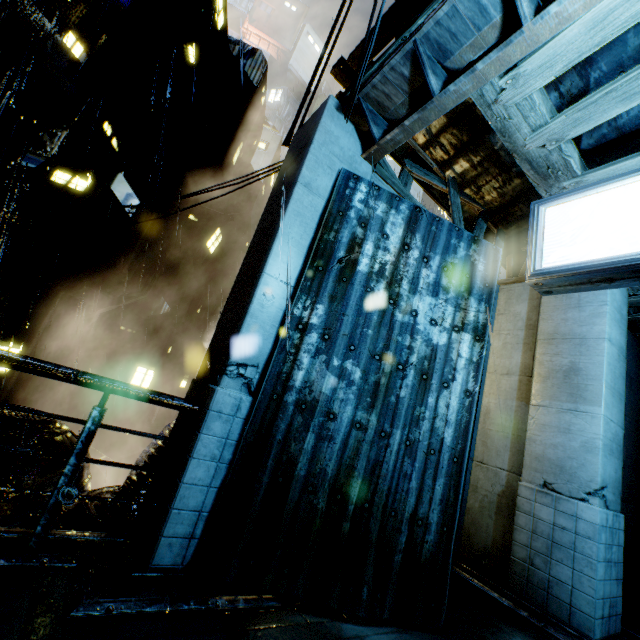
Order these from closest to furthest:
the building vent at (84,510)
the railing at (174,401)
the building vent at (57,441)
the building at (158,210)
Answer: the railing at (174,401), the building vent at (84,510), the building vent at (57,441), the building at (158,210)

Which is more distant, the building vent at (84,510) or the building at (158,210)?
the building at (158,210)

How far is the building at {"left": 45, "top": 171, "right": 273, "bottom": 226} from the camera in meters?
13.0

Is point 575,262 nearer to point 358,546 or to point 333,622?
point 358,546

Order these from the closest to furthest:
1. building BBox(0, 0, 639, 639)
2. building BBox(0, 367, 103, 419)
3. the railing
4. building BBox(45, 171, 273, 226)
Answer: the railing, building BBox(0, 0, 639, 639), building BBox(45, 171, 273, 226), building BBox(0, 367, 103, 419)

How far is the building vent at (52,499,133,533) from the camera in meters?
4.1

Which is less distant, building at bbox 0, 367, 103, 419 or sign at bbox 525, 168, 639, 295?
sign at bbox 525, 168, 639, 295

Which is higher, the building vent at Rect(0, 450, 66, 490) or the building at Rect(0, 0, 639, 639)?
the building at Rect(0, 0, 639, 639)
